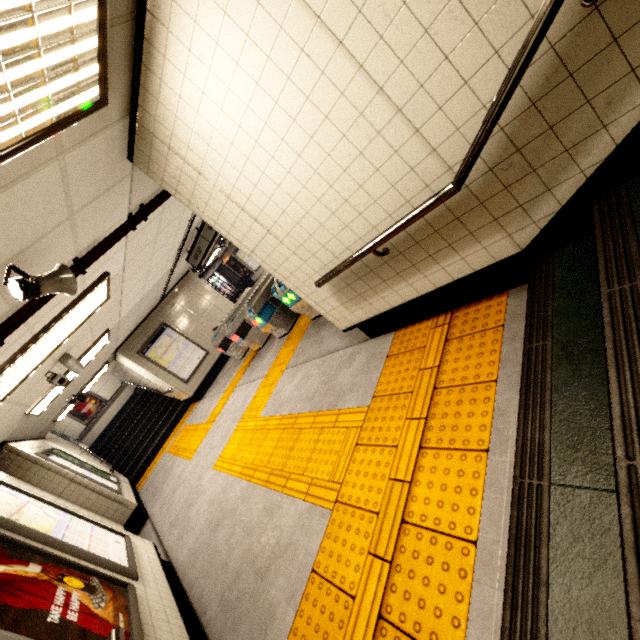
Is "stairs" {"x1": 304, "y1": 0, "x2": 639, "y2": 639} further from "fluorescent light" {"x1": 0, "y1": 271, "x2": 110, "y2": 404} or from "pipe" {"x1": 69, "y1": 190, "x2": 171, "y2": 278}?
"fluorescent light" {"x1": 0, "y1": 271, "x2": 110, "y2": 404}

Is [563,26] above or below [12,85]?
below

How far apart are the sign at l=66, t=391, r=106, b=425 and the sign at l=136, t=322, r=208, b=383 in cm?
796

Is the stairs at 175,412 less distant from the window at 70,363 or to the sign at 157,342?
the sign at 157,342

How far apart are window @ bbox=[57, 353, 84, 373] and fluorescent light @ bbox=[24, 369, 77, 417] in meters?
0.9

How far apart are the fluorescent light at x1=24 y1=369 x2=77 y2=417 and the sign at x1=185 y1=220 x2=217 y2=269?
2.7 meters

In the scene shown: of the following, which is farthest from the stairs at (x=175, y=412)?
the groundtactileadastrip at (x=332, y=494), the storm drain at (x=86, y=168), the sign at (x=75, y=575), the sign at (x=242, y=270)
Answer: the sign at (x=75, y=575)

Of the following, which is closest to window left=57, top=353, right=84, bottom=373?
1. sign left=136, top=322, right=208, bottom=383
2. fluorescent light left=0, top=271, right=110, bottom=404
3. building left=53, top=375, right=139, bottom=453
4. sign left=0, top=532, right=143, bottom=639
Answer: fluorescent light left=0, top=271, right=110, bottom=404
